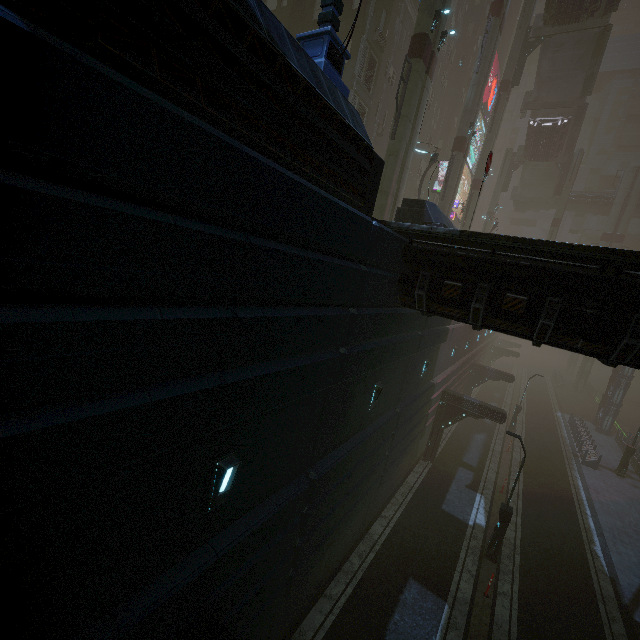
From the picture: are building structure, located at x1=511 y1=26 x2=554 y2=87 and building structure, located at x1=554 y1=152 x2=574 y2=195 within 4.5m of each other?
no

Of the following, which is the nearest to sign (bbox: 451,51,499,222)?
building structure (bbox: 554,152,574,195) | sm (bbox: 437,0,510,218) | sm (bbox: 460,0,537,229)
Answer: building structure (bbox: 554,152,574,195)

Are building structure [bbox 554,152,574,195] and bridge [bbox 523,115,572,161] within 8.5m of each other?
yes

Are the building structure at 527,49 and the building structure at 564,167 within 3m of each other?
no

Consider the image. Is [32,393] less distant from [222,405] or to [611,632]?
[222,405]

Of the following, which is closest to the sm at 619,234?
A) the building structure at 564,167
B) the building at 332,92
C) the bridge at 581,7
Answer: the building structure at 564,167

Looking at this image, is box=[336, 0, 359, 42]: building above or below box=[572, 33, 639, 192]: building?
below

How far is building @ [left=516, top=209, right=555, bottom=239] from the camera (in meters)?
57.41
